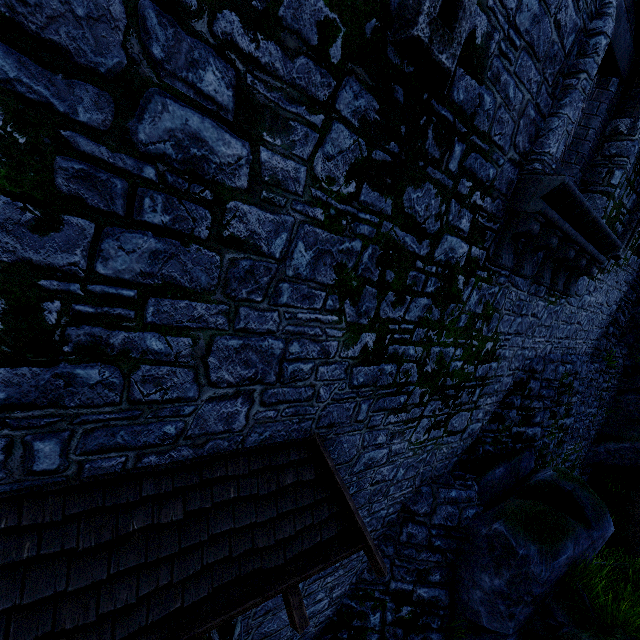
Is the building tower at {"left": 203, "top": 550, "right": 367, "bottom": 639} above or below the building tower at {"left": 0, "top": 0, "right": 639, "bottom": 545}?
below

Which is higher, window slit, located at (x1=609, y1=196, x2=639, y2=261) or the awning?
window slit, located at (x1=609, y1=196, x2=639, y2=261)

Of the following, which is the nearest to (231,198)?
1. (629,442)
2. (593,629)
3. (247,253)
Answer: (247,253)

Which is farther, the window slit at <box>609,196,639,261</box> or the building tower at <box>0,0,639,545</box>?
the window slit at <box>609,196,639,261</box>

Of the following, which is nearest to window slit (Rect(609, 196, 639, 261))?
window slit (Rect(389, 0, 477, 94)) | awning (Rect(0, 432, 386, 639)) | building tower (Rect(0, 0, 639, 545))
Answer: building tower (Rect(0, 0, 639, 545))

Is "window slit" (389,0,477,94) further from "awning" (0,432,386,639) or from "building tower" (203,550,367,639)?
"awning" (0,432,386,639)

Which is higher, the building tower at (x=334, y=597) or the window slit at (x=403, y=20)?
the window slit at (x=403, y=20)

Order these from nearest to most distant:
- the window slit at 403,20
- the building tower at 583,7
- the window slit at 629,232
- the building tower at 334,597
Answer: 1. the building tower at 583,7
2. the window slit at 403,20
3. the building tower at 334,597
4. the window slit at 629,232
